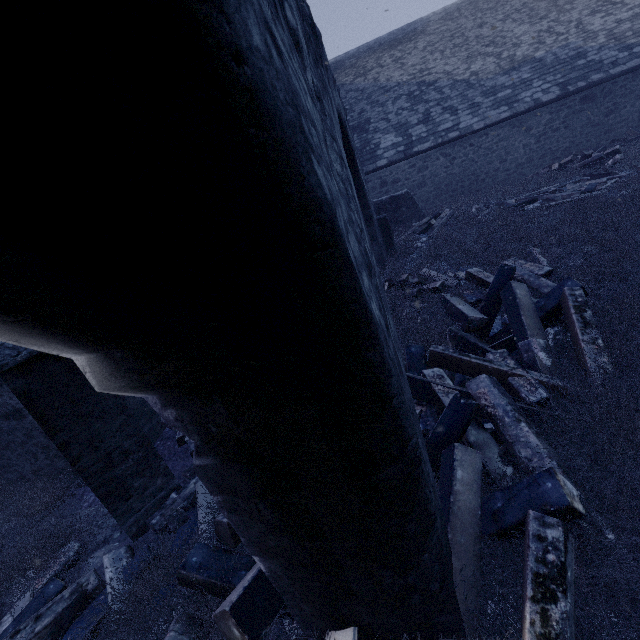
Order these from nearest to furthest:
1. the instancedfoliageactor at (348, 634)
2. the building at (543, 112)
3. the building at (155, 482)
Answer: the instancedfoliageactor at (348, 634)
the building at (155, 482)
the building at (543, 112)

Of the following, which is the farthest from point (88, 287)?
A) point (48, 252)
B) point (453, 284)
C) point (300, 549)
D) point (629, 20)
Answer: point (629, 20)

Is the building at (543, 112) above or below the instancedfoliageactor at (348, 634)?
above

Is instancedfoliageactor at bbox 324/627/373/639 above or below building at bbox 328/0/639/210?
below

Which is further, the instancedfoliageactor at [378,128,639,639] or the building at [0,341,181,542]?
the building at [0,341,181,542]
